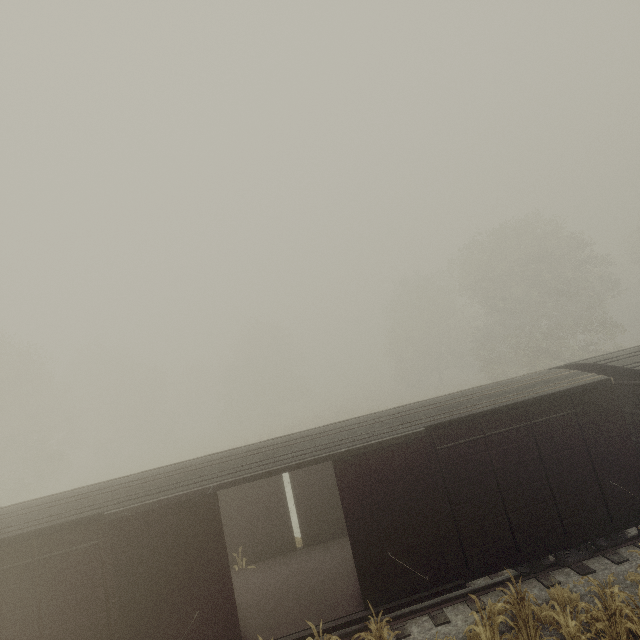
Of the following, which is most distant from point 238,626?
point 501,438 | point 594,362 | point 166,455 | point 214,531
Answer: point 166,455

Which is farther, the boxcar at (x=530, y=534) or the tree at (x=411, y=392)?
the tree at (x=411, y=392)

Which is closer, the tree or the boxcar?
the boxcar
